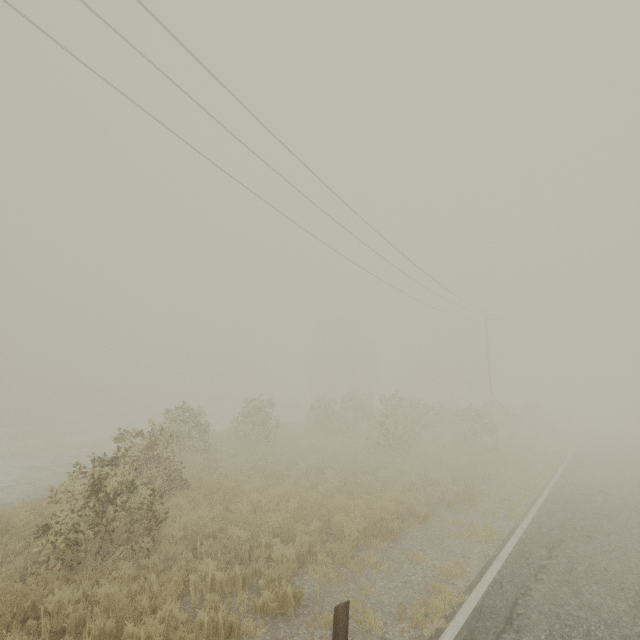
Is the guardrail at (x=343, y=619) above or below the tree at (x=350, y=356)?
below

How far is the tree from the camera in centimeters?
2036cm

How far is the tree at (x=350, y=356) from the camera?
20.36m

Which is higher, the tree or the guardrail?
the tree

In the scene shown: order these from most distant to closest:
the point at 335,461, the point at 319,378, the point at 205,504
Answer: the point at 319,378 < the point at 335,461 < the point at 205,504

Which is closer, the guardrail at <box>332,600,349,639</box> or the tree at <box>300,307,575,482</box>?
the guardrail at <box>332,600,349,639</box>
